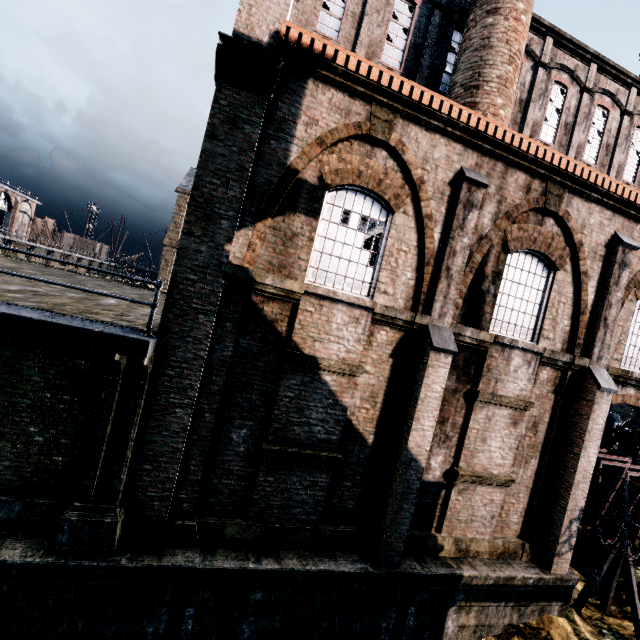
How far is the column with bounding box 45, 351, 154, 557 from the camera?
6.8 meters

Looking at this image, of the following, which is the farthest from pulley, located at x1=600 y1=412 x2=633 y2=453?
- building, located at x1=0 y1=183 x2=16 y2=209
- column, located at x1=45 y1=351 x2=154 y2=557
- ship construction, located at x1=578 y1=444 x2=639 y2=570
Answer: building, located at x1=0 y1=183 x2=16 y2=209

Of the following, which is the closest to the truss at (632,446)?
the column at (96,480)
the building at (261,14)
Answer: the building at (261,14)

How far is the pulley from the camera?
15.70m

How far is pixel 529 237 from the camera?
9.9 meters

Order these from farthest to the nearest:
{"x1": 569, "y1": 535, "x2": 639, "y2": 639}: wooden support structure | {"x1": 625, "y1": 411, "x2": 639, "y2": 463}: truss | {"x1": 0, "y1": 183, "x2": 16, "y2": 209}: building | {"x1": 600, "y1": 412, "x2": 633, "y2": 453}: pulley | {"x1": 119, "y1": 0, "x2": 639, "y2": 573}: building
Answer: {"x1": 0, "y1": 183, "x2": 16, "y2": 209}: building → {"x1": 600, "y1": 412, "x2": 633, "y2": 453}: pulley → {"x1": 625, "y1": 411, "x2": 639, "y2": 463}: truss → {"x1": 569, "y1": 535, "x2": 639, "y2": 639}: wooden support structure → {"x1": 119, "y1": 0, "x2": 639, "y2": 573}: building

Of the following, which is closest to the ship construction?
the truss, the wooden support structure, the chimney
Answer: the wooden support structure

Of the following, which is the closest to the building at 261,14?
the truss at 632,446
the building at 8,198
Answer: the truss at 632,446
